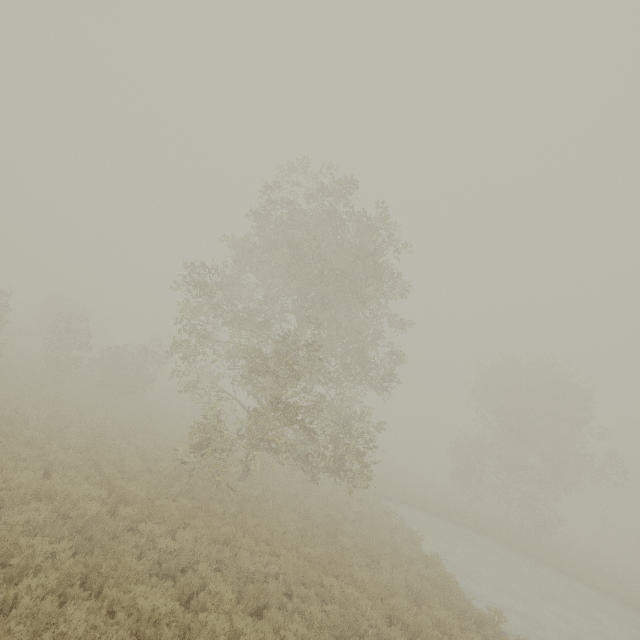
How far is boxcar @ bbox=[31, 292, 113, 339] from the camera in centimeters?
3762cm

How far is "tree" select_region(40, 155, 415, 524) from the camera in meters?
11.7

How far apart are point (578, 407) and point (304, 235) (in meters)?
35.65

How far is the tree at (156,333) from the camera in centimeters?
1170cm

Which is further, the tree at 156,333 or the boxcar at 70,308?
the boxcar at 70,308

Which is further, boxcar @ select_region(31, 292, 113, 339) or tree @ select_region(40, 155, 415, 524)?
boxcar @ select_region(31, 292, 113, 339)
